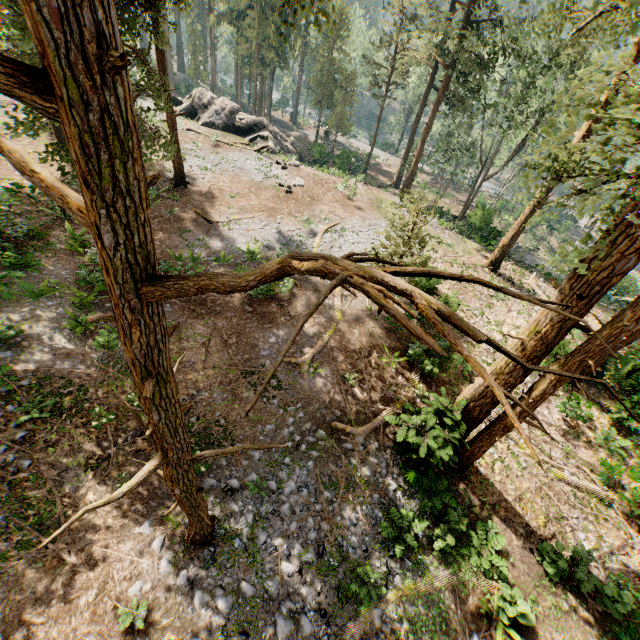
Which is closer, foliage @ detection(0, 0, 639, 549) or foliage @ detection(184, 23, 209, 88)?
foliage @ detection(0, 0, 639, 549)

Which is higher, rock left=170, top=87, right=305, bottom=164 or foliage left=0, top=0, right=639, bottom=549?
foliage left=0, top=0, right=639, bottom=549

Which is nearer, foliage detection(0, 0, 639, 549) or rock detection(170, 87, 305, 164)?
foliage detection(0, 0, 639, 549)

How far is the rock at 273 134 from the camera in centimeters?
3281cm

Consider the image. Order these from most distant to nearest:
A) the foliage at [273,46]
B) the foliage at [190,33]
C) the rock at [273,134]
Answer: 1. the foliage at [190,33]
2. the foliage at [273,46]
3. the rock at [273,134]

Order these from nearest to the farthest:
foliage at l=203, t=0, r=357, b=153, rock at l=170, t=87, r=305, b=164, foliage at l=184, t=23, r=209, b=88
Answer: rock at l=170, t=87, r=305, b=164
foliage at l=203, t=0, r=357, b=153
foliage at l=184, t=23, r=209, b=88

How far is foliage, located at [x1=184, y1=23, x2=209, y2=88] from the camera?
48.3m

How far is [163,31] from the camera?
12.87m
